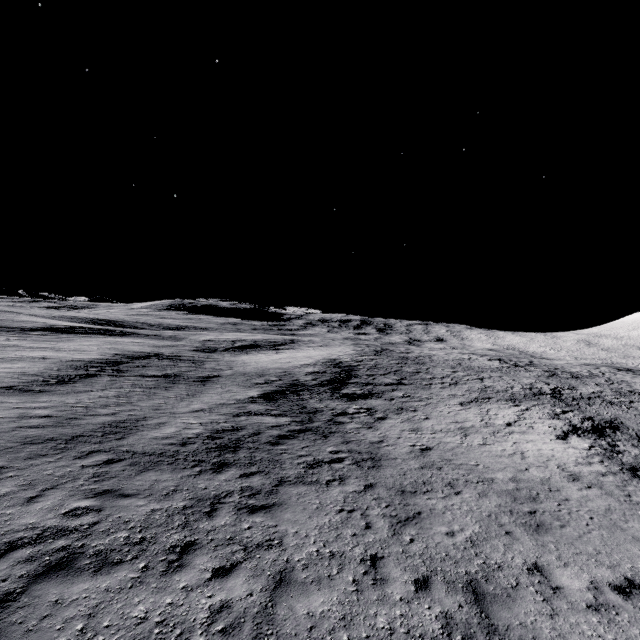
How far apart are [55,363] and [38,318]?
36.5m
